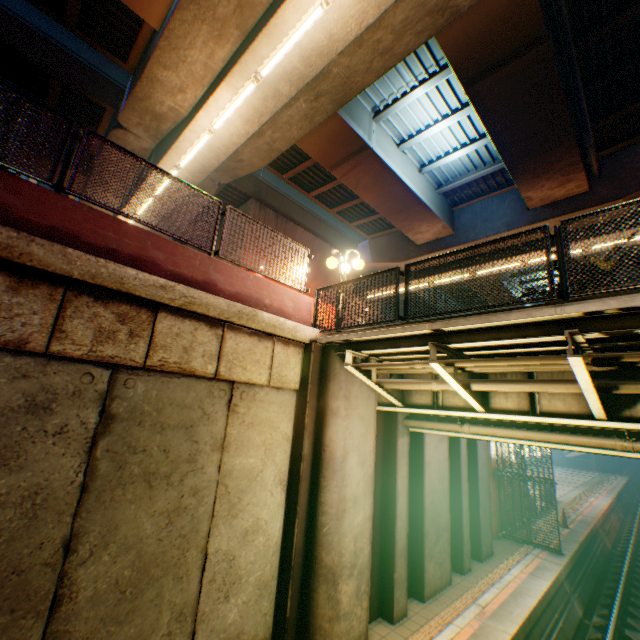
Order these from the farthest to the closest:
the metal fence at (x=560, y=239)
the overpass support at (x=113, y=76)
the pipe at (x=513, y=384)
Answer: the overpass support at (x=113, y=76)
the pipe at (x=513, y=384)
the metal fence at (x=560, y=239)

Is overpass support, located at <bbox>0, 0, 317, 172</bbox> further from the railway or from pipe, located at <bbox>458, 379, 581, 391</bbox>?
pipe, located at <bbox>458, 379, 581, 391</bbox>

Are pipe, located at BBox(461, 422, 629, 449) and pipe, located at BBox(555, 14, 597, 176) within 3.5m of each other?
no

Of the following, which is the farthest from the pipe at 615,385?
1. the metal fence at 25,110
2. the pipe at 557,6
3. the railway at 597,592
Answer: the pipe at 557,6

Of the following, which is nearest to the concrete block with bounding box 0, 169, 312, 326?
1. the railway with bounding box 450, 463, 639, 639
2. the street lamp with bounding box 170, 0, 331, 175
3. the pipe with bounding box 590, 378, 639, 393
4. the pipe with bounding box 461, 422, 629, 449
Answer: the pipe with bounding box 590, 378, 639, 393

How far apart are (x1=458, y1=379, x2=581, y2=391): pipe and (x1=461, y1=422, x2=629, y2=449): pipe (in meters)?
1.55

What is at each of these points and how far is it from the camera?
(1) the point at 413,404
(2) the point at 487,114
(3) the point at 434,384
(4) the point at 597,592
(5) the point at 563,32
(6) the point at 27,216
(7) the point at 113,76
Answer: (1) bridge, 7.66m
(2) overpass support, 10.13m
(3) pipe, 6.51m
(4) railway, 12.46m
(5) pipe, 8.27m
(6) concrete block, 4.37m
(7) overpass support, 13.02m

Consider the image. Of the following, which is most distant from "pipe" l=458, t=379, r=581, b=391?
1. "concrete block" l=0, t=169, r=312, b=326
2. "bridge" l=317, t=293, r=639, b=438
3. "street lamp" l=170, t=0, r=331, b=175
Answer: "street lamp" l=170, t=0, r=331, b=175
